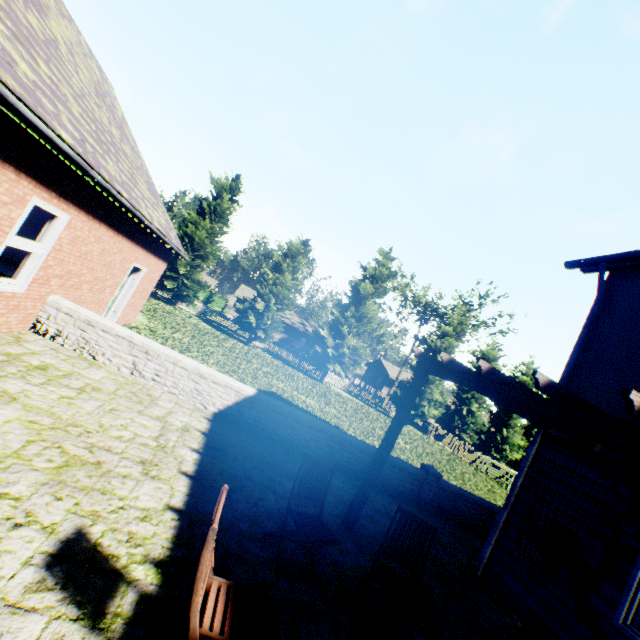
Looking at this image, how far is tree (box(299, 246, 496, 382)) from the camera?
28.02m

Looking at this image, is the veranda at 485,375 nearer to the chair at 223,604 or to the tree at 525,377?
the chair at 223,604

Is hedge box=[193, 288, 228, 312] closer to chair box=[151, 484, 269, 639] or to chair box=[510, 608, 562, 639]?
chair box=[151, 484, 269, 639]

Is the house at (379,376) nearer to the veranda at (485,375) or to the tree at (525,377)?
the tree at (525,377)

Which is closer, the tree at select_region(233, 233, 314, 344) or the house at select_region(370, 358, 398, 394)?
the tree at select_region(233, 233, 314, 344)

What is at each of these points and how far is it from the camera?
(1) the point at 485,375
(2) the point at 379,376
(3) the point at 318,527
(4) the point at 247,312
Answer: (1) veranda, 4.0 meters
(2) house, 58.1 meters
(3) chair, 3.8 meters
(4) tree, 26.7 meters

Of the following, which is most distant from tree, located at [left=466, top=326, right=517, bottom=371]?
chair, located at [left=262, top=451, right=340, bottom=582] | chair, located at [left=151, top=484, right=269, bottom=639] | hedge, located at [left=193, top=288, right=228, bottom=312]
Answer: chair, located at [left=151, top=484, right=269, bottom=639]

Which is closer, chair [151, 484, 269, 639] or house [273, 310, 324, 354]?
chair [151, 484, 269, 639]
